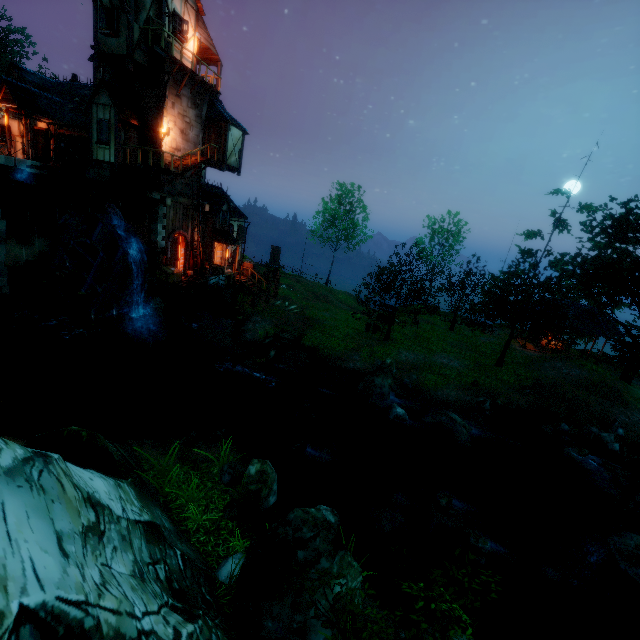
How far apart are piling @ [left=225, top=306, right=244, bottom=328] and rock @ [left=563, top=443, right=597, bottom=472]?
20.5m

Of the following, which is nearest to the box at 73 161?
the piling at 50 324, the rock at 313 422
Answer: the piling at 50 324

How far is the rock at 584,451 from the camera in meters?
15.6

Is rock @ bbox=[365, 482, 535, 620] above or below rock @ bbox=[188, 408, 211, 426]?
above

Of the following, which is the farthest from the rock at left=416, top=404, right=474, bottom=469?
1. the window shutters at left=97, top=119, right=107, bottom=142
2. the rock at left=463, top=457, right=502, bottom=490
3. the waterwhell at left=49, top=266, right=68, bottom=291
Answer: the window shutters at left=97, top=119, right=107, bottom=142

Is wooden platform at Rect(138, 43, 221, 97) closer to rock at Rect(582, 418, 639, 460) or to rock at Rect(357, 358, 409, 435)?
rock at Rect(357, 358, 409, 435)

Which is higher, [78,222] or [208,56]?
[208,56]

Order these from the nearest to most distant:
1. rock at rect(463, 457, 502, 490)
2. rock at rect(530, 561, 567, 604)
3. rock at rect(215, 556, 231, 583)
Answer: rock at rect(215, 556, 231, 583)
rock at rect(530, 561, 567, 604)
rock at rect(463, 457, 502, 490)
